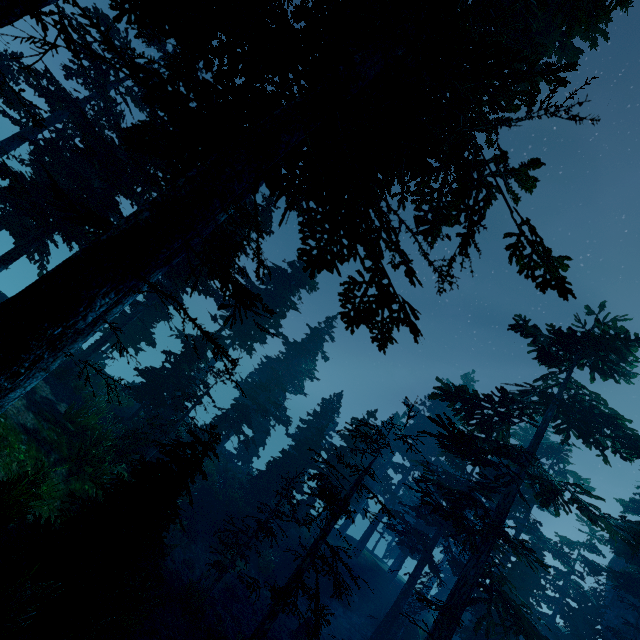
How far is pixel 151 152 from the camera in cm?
1023

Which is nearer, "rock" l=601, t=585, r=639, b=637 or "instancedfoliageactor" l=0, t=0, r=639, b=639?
"instancedfoliageactor" l=0, t=0, r=639, b=639

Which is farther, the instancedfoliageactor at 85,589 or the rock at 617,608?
the rock at 617,608
